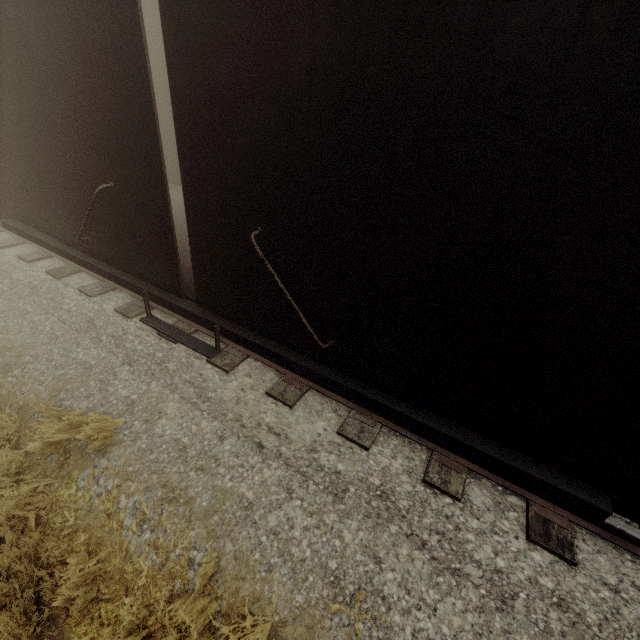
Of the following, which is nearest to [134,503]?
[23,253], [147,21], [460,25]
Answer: [460,25]
